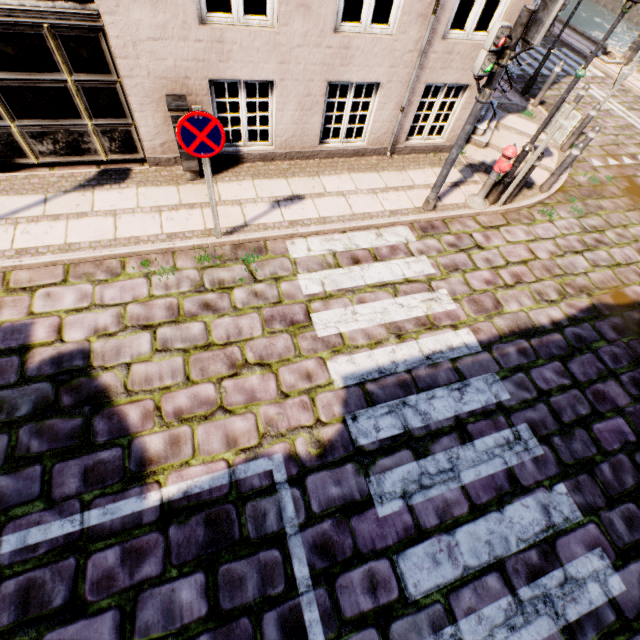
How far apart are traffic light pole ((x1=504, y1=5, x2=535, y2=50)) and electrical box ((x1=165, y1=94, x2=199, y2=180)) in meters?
4.5 m

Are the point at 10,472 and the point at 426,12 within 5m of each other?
no

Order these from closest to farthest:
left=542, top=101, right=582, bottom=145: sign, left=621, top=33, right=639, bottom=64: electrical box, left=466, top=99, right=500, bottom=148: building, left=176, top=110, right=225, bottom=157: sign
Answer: left=176, top=110, right=225, bottom=157: sign, left=542, top=101, right=582, bottom=145: sign, left=466, top=99, right=500, bottom=148: building, left=621, top=33, right=639, bottom=64: electrical box

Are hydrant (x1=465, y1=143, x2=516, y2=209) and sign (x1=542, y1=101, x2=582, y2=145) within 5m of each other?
yes

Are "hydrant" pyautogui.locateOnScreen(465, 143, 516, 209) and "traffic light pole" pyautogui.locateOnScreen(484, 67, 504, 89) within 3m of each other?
yes

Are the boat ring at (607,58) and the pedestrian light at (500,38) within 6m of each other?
no

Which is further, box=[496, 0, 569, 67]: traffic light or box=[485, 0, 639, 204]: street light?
box=[485, 0, 639, 204]: street light

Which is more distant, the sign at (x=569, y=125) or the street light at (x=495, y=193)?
the sign at (x=569, y=125)
